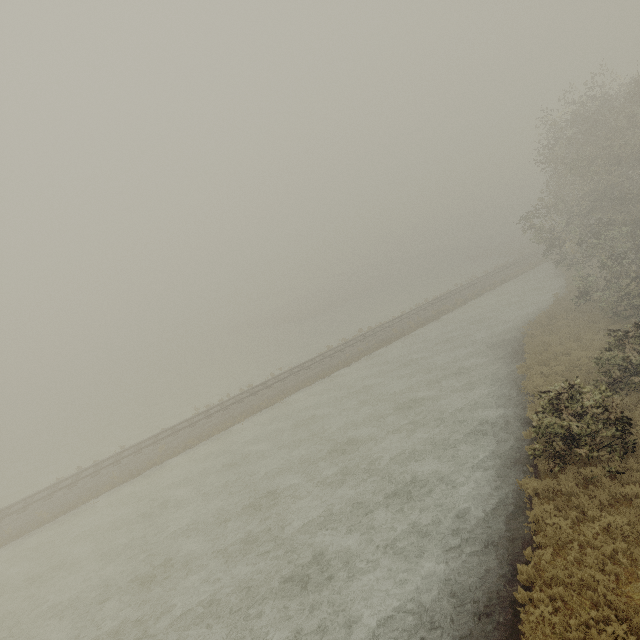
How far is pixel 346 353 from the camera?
32.72m
